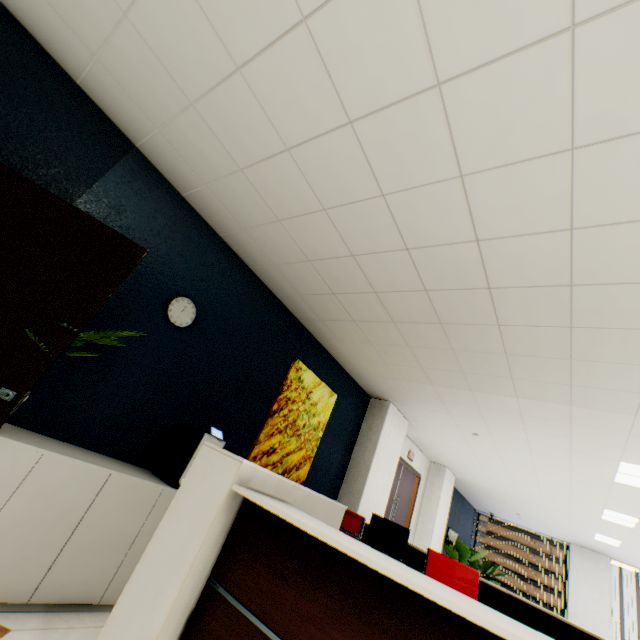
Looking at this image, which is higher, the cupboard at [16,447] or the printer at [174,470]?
the printer at [174,470]

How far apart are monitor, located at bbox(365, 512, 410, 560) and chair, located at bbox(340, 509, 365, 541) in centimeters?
57cm

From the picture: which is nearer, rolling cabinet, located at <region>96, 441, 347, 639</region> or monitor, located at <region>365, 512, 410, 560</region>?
rolling cabinet, located at <region>96, 441, 347, 639</region>

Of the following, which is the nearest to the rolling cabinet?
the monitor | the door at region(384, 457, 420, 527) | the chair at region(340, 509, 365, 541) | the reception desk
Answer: the reception desk

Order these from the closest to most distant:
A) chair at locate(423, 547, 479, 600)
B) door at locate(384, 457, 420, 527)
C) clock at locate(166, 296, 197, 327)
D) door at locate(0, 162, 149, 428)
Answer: door at locate(0, 162, 149, 428) → chair at locate(423, 547, 479, 600) → clock at locate(166, 296, 197, 327) → door at locate(384, 457, 420, 527)

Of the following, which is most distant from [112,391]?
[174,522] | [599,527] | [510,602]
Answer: [599,527]

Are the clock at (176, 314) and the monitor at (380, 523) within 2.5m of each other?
no

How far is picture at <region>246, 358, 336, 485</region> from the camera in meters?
3.9
